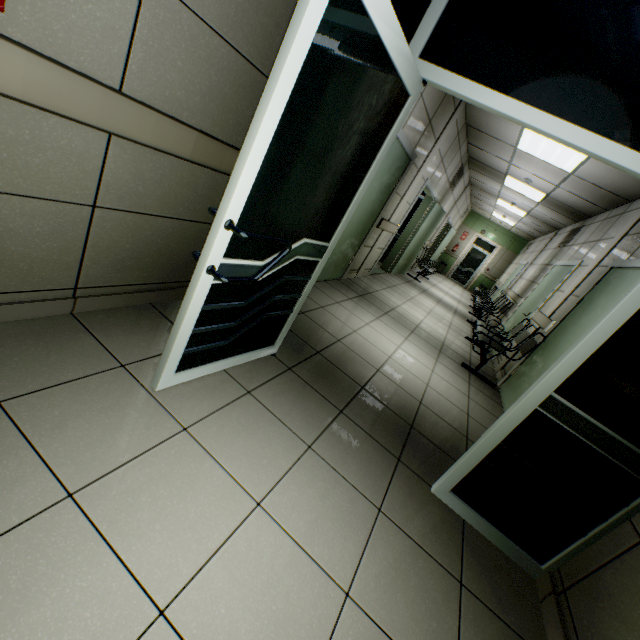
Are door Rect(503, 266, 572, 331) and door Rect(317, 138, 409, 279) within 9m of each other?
yes

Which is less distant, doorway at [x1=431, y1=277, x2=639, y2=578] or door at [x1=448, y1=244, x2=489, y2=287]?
doorway at [x1=431, y1=277, x2=639, y2=578]

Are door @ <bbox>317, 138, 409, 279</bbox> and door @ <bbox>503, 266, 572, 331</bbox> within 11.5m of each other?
yes

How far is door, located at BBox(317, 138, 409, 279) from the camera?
4.17m

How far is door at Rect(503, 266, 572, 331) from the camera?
5.8m

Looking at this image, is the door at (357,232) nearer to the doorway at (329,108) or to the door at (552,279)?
the doorway at (329,108)

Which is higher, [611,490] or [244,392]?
[611,490]

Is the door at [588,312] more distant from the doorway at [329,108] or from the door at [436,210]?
the door at [436,210]
